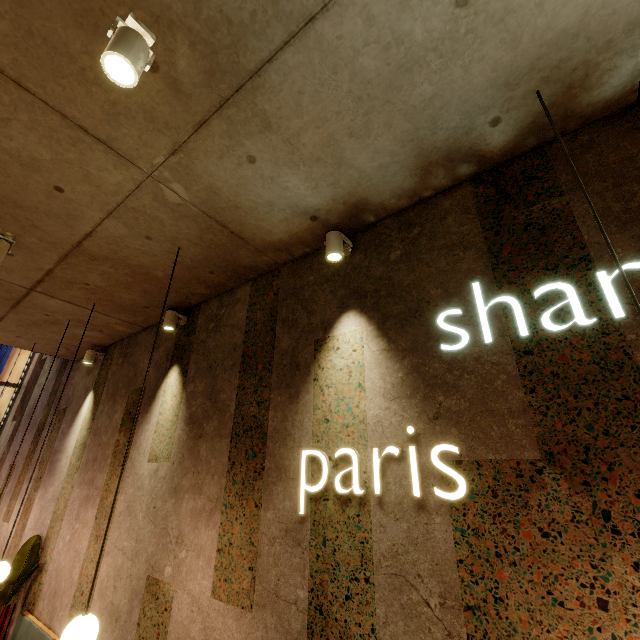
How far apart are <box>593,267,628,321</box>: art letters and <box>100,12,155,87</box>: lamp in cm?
219

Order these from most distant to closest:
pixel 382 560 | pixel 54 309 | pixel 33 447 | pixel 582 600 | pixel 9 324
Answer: pixel 33 447
pixel 9 324
pixel 54 309
pixel 382 560
pixel 582 600

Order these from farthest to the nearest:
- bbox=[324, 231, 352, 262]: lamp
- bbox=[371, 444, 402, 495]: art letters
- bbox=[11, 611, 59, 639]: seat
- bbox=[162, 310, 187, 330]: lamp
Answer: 1. bbox=[162, 310, 187, 330]: lamp
2. bbox=[11, 611, 59, 639]: seat
3. bbox=[324, 231, 352, 262]: lamp
4. bbox=[371, 444, 402, 495]: art letters

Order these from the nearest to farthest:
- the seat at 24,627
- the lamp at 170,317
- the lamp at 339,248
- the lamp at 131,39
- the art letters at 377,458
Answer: the lamp at 131,39
the art letters at 377,458
the lamp at 339,248
the seat at 24,627
the lamp at 170,317

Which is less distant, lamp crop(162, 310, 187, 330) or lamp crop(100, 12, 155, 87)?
lamp crop(100, 12, 155, 87)

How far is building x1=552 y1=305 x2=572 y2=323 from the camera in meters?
1.8 m

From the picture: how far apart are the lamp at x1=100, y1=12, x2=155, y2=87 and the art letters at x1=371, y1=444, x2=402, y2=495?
2.5m

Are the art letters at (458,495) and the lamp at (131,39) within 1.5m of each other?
no
